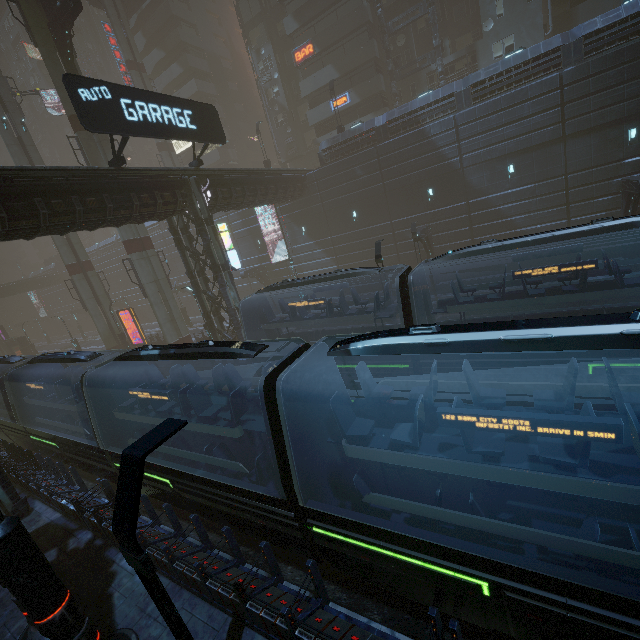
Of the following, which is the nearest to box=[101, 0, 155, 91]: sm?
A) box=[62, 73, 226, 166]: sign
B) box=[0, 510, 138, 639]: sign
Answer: box=[62, 73, 226, 166]: sign

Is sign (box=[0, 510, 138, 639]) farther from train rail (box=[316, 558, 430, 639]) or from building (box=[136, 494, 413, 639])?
train rail (box=[316, 558, 430, 639])

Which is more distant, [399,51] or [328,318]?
[399,51]

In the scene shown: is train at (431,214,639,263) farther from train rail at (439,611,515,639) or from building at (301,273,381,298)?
building at (301,273,381,298)

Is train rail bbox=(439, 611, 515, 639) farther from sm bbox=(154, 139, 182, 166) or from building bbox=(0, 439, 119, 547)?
sm bbox=(154, 139, 182, 166)

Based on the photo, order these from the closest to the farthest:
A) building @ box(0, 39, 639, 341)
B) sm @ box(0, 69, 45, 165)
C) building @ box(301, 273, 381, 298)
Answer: building @ box(0, 39, 639, 341)
sm @ box(0, 69, 45, 165)
building @ box(301, 273, 381, 298)

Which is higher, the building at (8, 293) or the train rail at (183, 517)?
the building at (8, 293)

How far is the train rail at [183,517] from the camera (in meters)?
10.58
